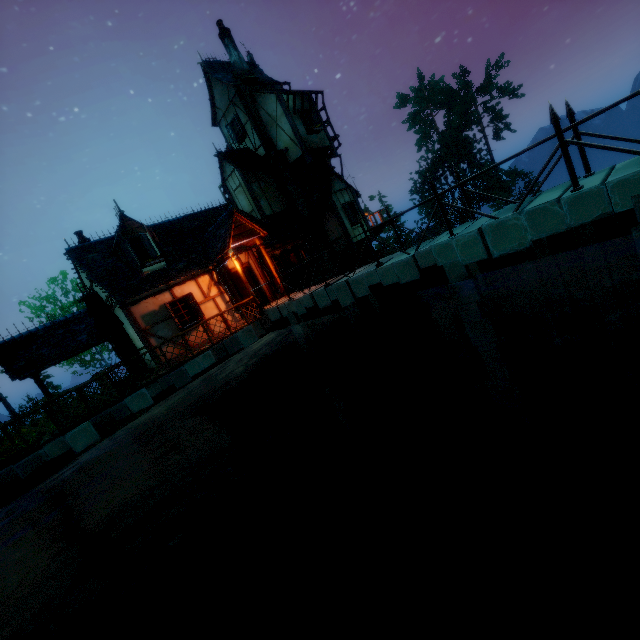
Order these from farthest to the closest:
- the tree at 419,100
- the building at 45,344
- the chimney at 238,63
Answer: the tree at 419,100 < the chimney at 238,63 < the building at 45,344

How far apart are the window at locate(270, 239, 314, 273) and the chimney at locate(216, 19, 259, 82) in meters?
9.4

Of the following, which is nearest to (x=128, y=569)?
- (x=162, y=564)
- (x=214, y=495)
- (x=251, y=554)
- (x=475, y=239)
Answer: (x=162, y=564)

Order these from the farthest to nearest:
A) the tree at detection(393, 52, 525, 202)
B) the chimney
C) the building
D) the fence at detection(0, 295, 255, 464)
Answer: the tree at detection(393, 52, 525, 202) < the chimney < the building < the fence at detection(0, 295, 255, 464)

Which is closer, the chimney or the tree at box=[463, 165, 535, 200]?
the chimney

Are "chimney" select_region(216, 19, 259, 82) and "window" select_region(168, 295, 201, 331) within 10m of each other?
no

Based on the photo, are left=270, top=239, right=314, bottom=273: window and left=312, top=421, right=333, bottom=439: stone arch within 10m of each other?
yes

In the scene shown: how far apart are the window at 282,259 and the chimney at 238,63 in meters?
9.4
